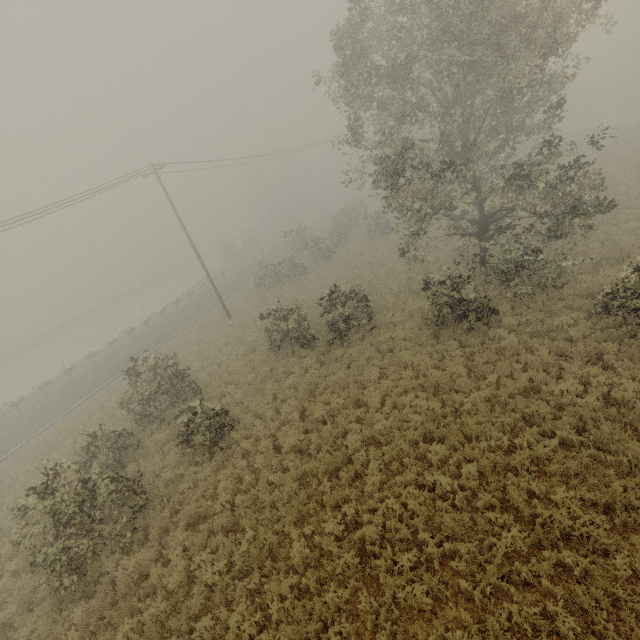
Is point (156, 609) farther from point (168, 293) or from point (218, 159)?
point (168, 293)
